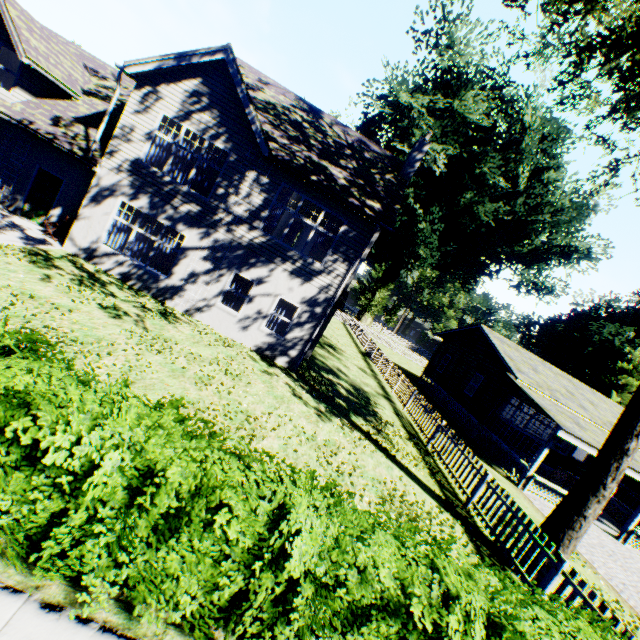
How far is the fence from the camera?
6.8m

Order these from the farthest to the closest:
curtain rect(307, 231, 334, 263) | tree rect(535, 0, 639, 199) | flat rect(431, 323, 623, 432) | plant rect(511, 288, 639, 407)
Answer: plant rect(511, 288, 639, 407) < flat rect(431, 323, 623, 432) < curtain rect(307, 231, 334, 263) < tree rect(535, 0, 639, 199)

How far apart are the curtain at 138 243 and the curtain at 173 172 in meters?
2.2

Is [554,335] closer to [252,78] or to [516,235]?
[516,235]

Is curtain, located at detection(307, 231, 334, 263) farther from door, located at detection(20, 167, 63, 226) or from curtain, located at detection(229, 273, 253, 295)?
door, located at detection(20, 167, 63, 226)

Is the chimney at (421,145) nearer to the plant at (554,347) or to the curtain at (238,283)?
the curtain at (238,283)

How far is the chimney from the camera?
15.49m

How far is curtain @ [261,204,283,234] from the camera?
12.7 meters
